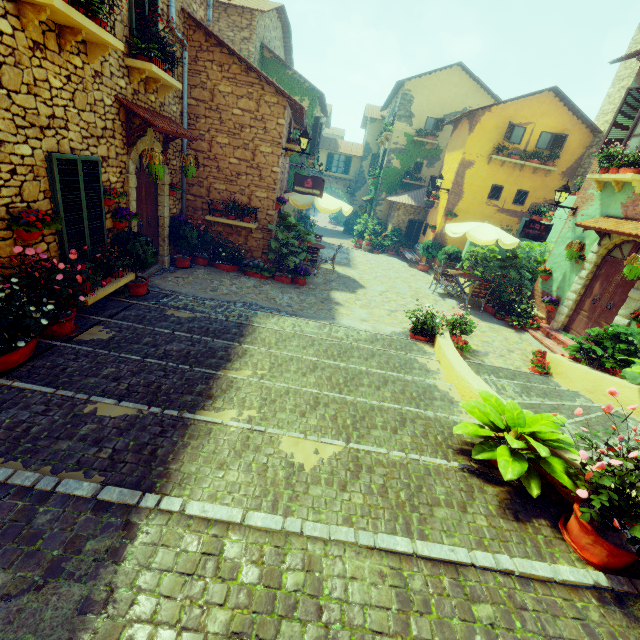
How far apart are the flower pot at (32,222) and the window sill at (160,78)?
3.43m

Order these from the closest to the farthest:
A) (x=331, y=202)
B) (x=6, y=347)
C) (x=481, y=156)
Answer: (x=6, y=347)
(x=331, y=202)
(x=481, y=156)

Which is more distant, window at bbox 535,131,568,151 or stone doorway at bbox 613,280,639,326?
window at bbox 535,131,568,151

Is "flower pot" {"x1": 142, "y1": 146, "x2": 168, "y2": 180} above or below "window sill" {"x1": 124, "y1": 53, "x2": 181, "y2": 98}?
below

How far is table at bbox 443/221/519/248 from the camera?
10.63m

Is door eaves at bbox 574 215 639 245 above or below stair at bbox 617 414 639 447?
above

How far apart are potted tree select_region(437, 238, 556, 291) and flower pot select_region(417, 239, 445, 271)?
1.20m

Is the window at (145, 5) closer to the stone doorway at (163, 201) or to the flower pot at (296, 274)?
the stone doorway at (163, 201)
